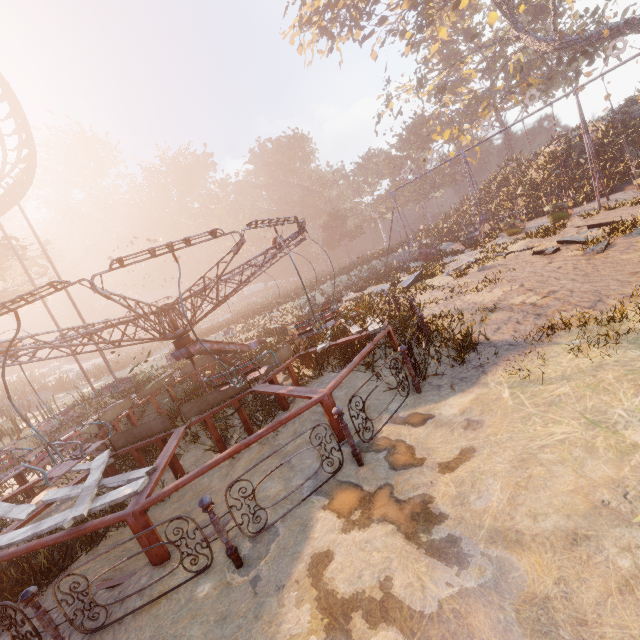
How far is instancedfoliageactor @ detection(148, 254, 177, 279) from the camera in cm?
5731

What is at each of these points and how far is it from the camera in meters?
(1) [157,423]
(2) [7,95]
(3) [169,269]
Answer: (1) merry-go-round, 6.9 m
(2) roller coaster, 16.5 m
(3) instancedfoliageactor, 57.7 m

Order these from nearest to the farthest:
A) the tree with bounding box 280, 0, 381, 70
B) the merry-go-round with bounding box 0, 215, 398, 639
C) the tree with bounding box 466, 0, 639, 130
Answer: the merry-go-round with bounding box 0, 215, 398, 639 → the tree with bounding box 466, 0, 639, 130 → the tree with bounding box 280, 0, 381, 70

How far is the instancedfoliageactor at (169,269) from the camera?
57.31m

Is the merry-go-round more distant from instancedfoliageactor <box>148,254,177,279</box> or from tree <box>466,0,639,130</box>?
tree <box>466,0,639,130</box>

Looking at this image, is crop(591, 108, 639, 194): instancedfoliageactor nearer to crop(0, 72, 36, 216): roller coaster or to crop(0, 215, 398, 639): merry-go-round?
crop(0, 215, 398, 639): merry-go-round

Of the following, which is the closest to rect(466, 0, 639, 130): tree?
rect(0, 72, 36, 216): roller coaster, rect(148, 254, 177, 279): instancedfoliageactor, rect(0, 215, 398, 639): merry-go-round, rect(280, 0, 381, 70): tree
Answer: rect(280, 0, 381, 70): tree

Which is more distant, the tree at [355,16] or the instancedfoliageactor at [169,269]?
the instancedfoliageactor at [169,269]
